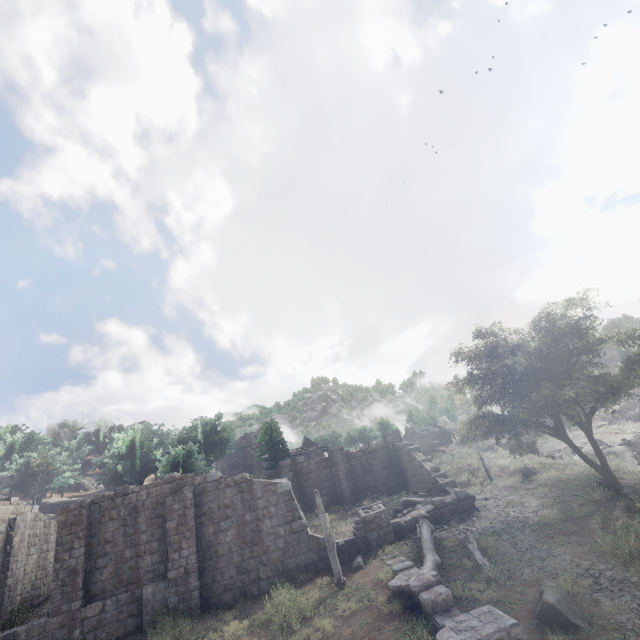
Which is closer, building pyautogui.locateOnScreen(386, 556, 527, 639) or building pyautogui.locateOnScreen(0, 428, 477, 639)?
building pyautogui.locateOnScreen(386, 556, 527, 639)

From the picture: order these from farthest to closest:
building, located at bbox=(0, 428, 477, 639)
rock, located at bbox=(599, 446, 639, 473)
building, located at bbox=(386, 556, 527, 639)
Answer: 1. rock, located at bbox=(599, 446, 639, 473)
2. building, located at bbox=(0, 428, 477, 639)
3. building, located at bbox=(386, 556, 527, 639)

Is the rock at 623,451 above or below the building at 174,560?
below

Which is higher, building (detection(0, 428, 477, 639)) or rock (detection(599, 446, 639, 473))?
building (detection(0, 428, 477, 639))

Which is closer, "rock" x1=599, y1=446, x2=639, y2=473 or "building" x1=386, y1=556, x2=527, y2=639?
"building" x1=386, y1=556, x2=527, y2=639

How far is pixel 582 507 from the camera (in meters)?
14.19

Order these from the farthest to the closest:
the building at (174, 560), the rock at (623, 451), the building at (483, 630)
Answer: the rock at (623, 451) → the building at (174, 560) → the building at (483, 630)
